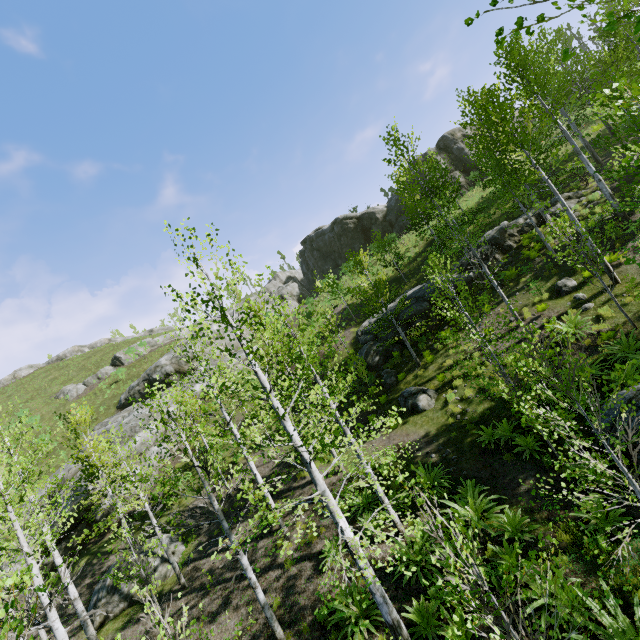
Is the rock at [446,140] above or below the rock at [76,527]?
above

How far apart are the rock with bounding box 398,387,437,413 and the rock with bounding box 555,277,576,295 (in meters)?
6.94

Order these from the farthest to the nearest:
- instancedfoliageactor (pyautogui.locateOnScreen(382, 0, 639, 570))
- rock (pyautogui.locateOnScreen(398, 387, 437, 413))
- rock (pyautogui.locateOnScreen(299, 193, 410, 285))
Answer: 1. rock (pyautogui.locateOnScreen(299, 193, 410, 285))
2. rock (pyautogui.locateOnScreen(398, 387, 437, 413))
3. instancedfoliageactor (pyautogui.locateOnScreen(382, 0, 639, 570))

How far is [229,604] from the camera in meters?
10.6 m

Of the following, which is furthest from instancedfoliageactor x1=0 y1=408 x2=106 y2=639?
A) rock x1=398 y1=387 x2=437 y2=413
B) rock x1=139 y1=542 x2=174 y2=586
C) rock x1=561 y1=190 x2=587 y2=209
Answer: rock x1=139 y1=542 x2=174 y2=586

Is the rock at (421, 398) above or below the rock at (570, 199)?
below

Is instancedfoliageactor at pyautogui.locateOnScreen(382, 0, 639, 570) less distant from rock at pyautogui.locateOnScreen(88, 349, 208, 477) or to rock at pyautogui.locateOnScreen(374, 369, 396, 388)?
rock at pyautogui.locateOnScreen(374, 369, 396, 388)

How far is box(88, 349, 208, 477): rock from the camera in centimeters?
Answer: 2162cm
